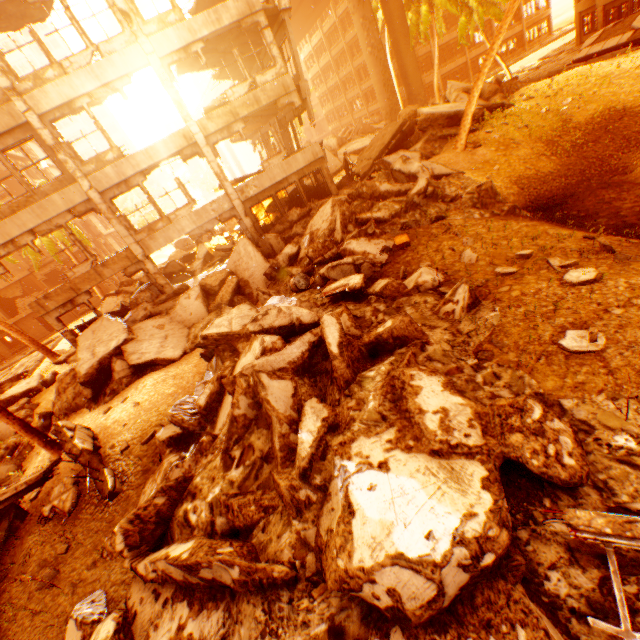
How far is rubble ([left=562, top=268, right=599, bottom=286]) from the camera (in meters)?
5.62

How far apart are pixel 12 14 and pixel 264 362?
17.0 meters

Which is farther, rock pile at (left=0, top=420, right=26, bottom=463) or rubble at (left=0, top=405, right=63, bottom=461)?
rock pile at (left=0, top=420, right=26, bottom=463)

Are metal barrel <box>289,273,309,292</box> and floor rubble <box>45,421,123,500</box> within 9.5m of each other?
yes

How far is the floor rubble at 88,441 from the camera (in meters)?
7.96

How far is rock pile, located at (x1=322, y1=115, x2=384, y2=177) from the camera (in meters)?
27.61

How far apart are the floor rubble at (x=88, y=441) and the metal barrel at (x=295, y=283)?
6.4 meters

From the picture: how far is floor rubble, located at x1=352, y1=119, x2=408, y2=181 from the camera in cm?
1666
